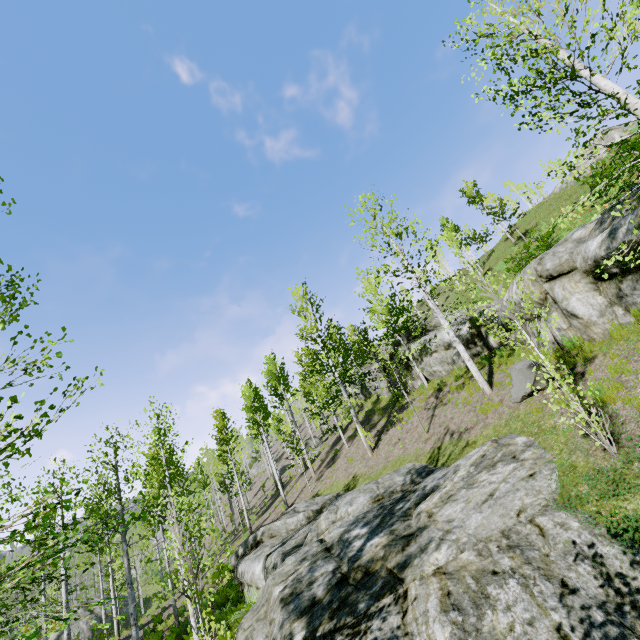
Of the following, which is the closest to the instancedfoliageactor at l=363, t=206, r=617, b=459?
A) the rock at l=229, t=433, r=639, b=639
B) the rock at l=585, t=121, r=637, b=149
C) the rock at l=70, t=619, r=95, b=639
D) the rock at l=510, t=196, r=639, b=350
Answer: the rock at l=229, t=433, r=639, b=639

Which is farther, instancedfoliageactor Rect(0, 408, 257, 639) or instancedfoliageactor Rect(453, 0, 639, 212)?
instancedfoliageactor Rect(453, 0, 639, 212)

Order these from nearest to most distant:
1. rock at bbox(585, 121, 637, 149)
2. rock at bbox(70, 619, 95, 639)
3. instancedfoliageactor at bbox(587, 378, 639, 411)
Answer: instancedfoliageactor at bbox(587, 378, 639, 411), rock at bbox(585, 121, 637, 149), rock at bbox(70, 619, 95, 639)

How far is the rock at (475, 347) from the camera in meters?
14.4 m

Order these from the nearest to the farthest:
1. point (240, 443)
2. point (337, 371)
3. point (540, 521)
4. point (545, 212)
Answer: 1. point (540, 521)
2. point (337, 371)
3. point (545, 212)
4. point (240, 443)

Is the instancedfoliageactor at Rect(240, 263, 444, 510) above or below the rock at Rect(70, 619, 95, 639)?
above

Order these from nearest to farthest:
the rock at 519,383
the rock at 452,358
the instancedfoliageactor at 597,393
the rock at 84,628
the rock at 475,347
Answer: the instancedfoliageactor at 597,393 → the rock at 519,383 → the rock at 475,347 → the rock at 452,358 → the rock at 84,628

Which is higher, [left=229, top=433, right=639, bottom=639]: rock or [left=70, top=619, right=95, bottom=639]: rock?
[left=229, top=433, right=639, bottom=639]: rock
